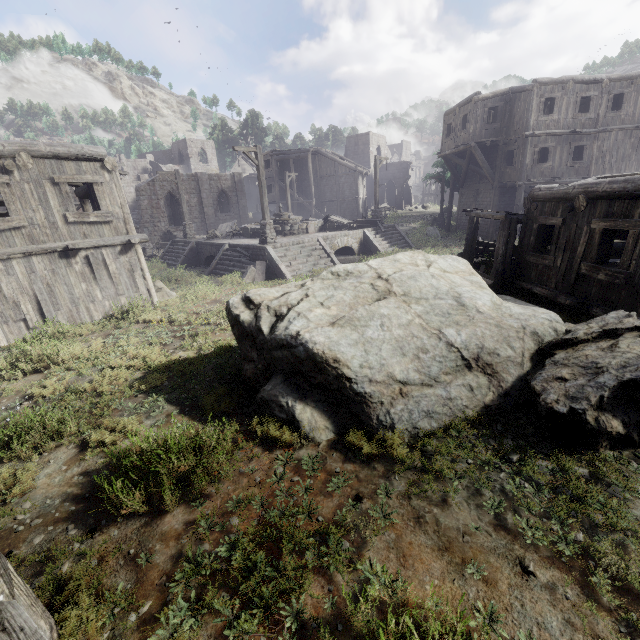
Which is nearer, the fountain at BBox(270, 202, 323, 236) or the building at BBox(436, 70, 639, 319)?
the building at BBox(436, 70, 639, 319)

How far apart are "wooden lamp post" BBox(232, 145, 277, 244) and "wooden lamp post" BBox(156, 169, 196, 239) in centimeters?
908cm

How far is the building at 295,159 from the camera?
38.19m

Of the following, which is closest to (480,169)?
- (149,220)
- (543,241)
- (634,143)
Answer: (634,143)

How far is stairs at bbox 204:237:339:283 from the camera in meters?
15.9 m

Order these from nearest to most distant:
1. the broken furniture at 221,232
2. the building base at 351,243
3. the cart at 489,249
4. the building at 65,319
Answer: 1. the building at 65,319
2. the cart at 489,249
3. the building base at 351,243
4. the broken furniture at 221,232

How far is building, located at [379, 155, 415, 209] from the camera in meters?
48.0
